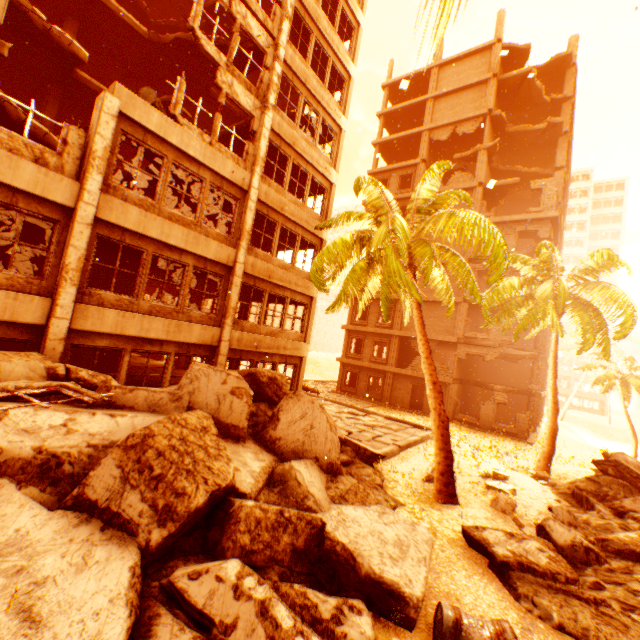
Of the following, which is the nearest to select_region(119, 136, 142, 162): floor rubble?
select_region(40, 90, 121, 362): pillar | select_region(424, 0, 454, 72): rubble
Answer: select_region(424, 0, 454, 72): rubble

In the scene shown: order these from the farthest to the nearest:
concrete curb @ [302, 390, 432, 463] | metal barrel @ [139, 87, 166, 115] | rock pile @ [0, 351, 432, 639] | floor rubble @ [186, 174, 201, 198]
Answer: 1. floor rubble @ [186, 174, 201, 198]
2. concrete curb @ [302, 390, 432, 463]
3. metal barrel @ [139, 87, 166, 115]
4. rock pile @ [0, 351, 432, 639]

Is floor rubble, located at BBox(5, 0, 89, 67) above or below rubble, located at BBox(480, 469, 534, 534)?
above

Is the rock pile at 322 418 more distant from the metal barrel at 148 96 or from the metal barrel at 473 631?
the metal barrel at 148 96

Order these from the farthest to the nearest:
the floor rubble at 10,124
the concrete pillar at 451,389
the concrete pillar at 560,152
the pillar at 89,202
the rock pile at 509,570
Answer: the concrete pillar at 560,152, the concrete pillar at 451,389, the floor rubble at 10,124, the pillar at 89,202, the rock pile at 509,570

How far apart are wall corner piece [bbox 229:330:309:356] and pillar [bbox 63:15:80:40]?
12.6m

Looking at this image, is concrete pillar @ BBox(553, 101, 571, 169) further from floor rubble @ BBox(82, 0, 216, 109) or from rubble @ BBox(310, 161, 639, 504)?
floor rubble @ BBox(82, 0, 216, 109)

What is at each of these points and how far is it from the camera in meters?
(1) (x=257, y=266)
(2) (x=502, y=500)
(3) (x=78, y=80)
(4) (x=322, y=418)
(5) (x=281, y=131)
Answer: (1) wall corner piece, 13.0
(2) rubble, 7.9
(3) floor rubble, 12.0
(4) rock pile, 7.9
(5) wall corner piece, 13.4
